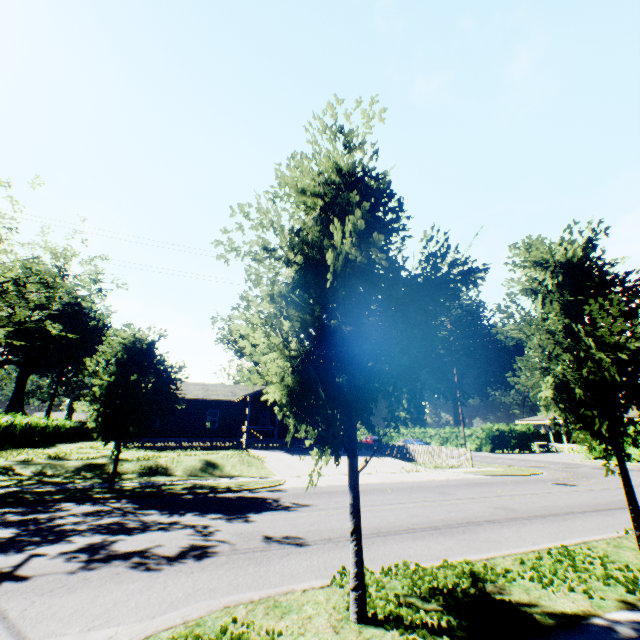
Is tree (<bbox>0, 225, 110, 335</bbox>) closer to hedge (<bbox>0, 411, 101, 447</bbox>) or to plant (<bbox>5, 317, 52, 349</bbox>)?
hedge (<bbox>0, 411, 101, 447</bbox>)

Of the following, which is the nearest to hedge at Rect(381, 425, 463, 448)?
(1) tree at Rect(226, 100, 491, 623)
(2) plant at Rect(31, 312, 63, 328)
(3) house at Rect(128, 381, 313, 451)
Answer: (3) house at Rect(128, 381, 313, 451)

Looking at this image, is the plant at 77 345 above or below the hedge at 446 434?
above

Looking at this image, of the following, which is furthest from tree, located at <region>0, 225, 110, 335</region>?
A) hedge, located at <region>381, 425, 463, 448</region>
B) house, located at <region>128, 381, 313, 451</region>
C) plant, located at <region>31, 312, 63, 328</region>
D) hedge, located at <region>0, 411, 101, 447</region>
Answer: hedge, located at <region>381, 425, 463, 448</region>

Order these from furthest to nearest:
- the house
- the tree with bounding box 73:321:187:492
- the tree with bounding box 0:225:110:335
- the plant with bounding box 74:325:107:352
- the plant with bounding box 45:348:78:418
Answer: the plant with bounding box 74:325:107:352
the plant with bounding box 45:348:78:418
the house
the tree with bounding box 0:225:110:335
the tree with bounding box 73:321:187:492

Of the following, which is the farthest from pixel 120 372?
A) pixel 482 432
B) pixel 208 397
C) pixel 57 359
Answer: pixel 57 359

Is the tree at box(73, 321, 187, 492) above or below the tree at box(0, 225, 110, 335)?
below

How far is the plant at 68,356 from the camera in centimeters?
5422cm
